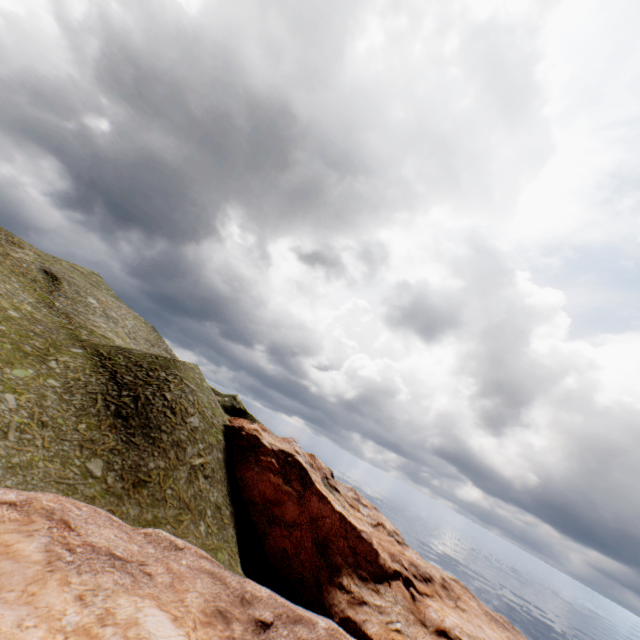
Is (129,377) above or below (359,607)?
above
